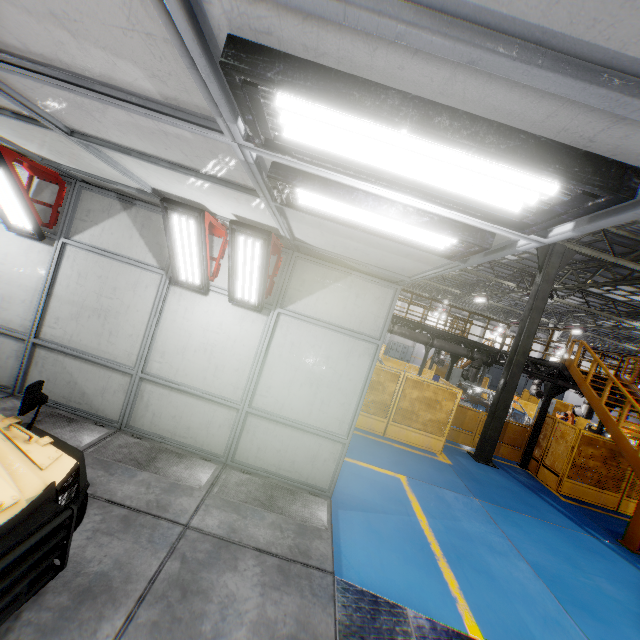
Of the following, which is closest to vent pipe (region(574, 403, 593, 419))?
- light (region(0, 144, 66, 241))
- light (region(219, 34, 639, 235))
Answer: light (region(219, 34, 639, 235))

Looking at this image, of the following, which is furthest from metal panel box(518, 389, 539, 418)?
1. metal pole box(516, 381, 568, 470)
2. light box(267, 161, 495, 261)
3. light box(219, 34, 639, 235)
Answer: light box(219, 34, 639, 235)

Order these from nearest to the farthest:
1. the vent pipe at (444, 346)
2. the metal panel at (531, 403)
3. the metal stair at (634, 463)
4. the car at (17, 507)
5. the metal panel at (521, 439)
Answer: the car at (17, 507) → the metal stair at (634, 463) → the metal panel at (521, 439) → the vent pipe at (444, 346) → the metal panel at (531, 403)

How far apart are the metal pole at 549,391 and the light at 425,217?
12.2 meters

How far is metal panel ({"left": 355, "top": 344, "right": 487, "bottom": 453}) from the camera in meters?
10.5 m

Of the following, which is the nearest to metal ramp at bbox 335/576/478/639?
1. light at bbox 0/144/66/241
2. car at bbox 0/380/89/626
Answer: car at bbox 0/380/89/626

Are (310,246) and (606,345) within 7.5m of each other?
no

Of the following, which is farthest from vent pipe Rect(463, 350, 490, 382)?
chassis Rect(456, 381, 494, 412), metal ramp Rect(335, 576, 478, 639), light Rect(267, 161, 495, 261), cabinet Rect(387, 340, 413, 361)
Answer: cabinet Rect(387, 340, 413, 361)
